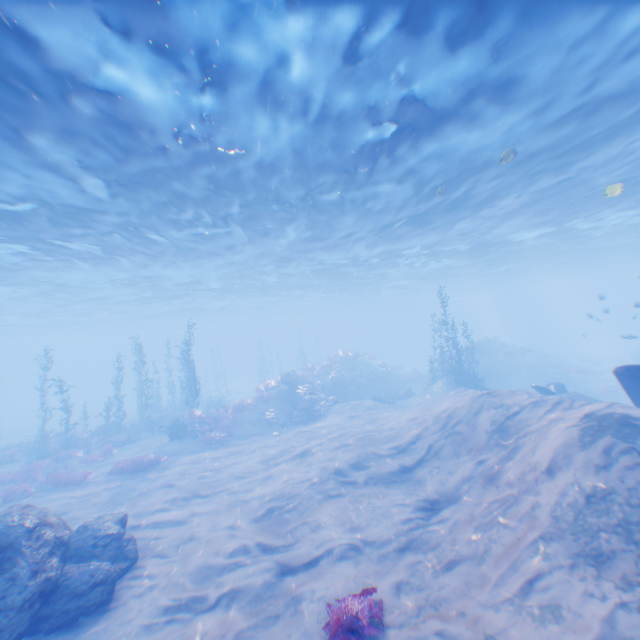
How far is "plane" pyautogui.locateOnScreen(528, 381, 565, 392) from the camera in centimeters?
1640cm

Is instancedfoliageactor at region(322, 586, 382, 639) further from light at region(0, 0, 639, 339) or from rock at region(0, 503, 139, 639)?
light at region(0, 0, 639, 339)

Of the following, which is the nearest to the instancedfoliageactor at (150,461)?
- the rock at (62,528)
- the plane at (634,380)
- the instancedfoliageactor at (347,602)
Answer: the rock at (62,528)

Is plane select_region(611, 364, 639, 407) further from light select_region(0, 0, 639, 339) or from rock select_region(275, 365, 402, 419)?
rock select_region(275, 365, 402, 419)

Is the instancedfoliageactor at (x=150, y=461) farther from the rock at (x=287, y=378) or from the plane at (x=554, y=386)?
the plane at (x=554, y=386)

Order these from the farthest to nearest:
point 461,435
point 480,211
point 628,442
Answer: point 480,211 < point 461,435 < point 628,442

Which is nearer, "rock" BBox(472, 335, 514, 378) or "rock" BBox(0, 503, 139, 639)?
"rock" BBox(0, 503, 139, 639)

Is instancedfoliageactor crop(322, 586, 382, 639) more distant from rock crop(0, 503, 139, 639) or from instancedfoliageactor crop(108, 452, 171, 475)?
instancedfoliageactor crop(108, 452, 171, 475)
